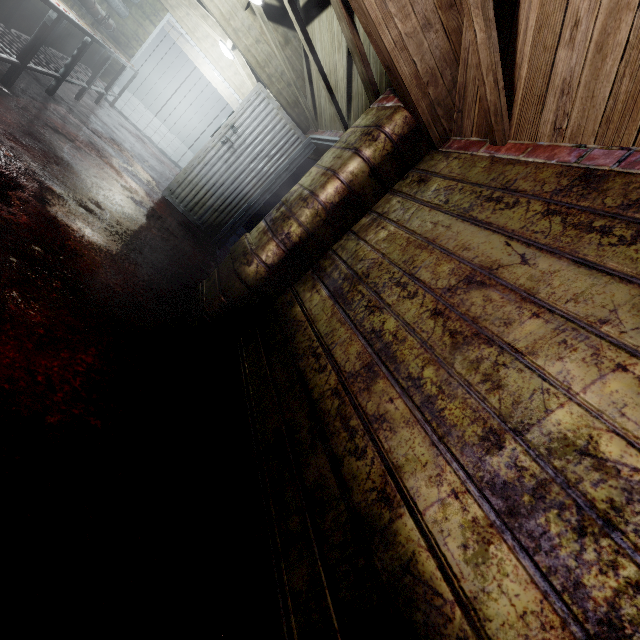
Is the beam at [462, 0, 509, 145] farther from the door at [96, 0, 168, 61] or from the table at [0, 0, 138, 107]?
the door at [96, 0, 168, 61]

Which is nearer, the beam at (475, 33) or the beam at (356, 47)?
→ the beam at (475, 33)

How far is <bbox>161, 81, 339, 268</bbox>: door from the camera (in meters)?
4.10

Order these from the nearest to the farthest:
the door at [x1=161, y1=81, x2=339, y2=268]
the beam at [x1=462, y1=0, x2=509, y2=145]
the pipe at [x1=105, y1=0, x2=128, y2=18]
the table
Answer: the beam at [x1=462, y1=0, x2=509, y2=145] → the table → the door at [x1=161, y1=81, x2=339, y2=268] → the pipe at [x1=105, y1=0, x2=128, y2=18]

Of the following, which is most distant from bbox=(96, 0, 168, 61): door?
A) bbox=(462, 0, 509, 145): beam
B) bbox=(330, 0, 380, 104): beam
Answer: bbox=(462, 0, 509, 145): beam

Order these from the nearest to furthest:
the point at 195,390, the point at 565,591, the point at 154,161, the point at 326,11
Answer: the point at 565,591
the point at 195,390
the point at 326,11
the point at 154,161

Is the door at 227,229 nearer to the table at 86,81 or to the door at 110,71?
the table at 86,81

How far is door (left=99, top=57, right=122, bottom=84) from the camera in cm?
597
